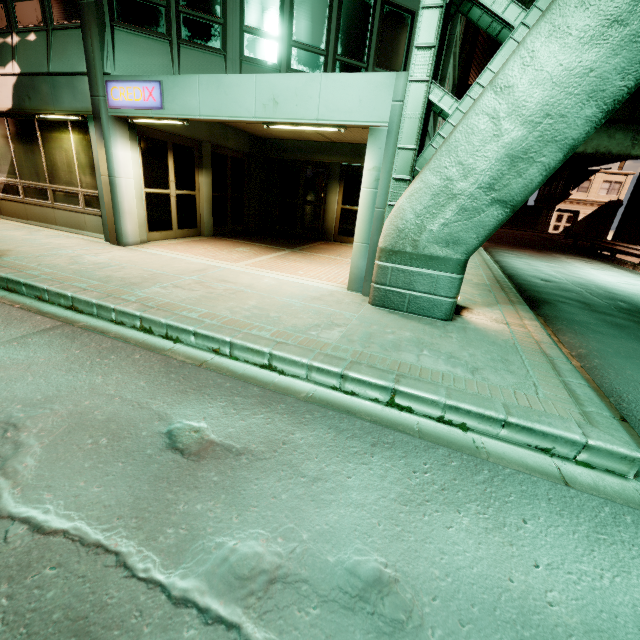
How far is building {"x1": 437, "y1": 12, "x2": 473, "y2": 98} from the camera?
10.0 meters

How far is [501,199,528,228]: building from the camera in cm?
4547

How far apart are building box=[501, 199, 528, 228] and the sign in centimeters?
4981cm

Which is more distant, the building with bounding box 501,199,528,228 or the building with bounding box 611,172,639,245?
the building with bounding box 501,199,528,228

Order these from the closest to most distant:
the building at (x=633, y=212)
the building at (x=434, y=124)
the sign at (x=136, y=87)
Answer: the sign at (x=136, y=87)
the building at (x=434, y=124)
the building at (x=633, y=212)

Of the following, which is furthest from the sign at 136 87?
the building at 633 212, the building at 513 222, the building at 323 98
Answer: the building at 513 222

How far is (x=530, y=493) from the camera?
2.5m

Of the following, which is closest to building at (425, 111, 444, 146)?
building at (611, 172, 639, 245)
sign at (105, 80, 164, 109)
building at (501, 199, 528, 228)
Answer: sign at (105, 80, 164, 109)
